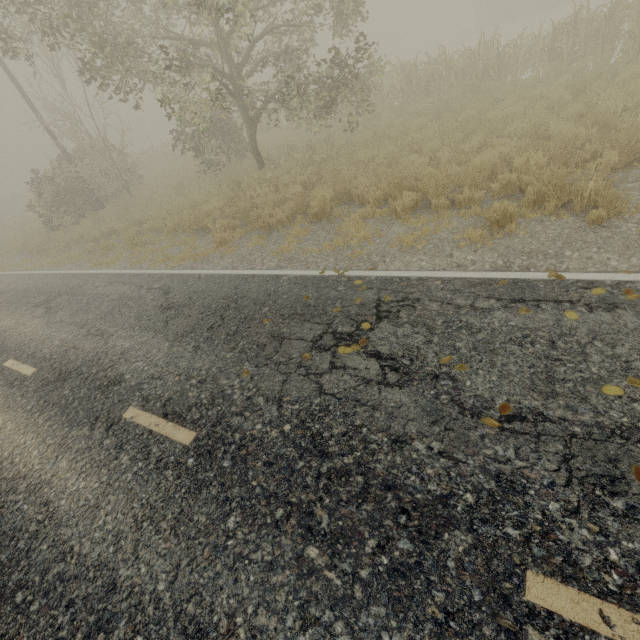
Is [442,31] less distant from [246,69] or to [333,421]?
[246,69]

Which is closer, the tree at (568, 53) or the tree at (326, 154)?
the tree at (568, 53)

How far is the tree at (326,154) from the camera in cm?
1058

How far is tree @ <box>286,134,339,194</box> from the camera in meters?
10.6 m

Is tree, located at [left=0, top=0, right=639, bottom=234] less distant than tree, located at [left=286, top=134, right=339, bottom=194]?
Yes
